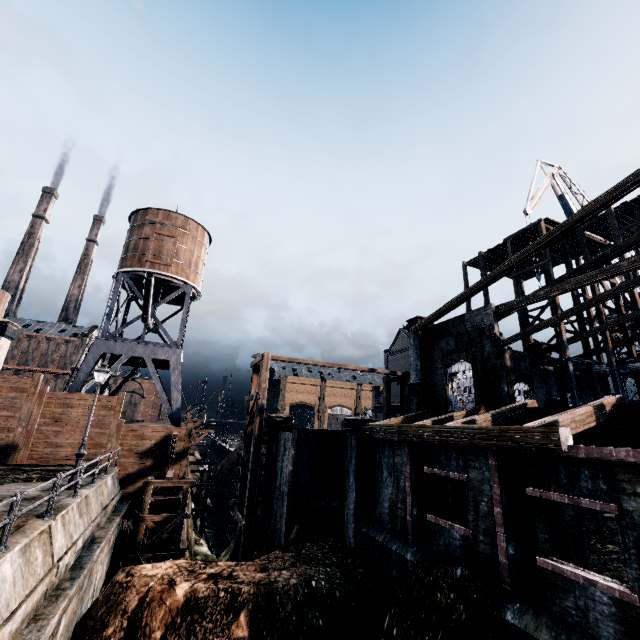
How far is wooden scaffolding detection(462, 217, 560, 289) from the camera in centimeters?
2712cm

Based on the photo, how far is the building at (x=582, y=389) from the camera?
27.0 meters

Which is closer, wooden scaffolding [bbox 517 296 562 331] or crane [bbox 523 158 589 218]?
wooden scaffolding [bbox 517 296 562 331]

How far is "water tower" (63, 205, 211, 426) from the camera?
26.6m

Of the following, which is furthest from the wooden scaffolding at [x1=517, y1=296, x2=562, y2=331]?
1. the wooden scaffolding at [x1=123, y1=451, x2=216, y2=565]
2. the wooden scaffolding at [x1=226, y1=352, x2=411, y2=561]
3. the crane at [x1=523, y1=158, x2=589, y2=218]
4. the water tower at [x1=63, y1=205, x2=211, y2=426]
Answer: the water tower at [x1=63, y1=205, x2=211, y2=426]

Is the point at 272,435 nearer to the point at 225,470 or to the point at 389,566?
the point at 389,566

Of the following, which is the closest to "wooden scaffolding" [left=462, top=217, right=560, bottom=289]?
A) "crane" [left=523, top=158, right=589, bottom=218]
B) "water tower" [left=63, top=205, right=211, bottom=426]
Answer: "crane" [left=523, top=158, right=589, bottom=218]

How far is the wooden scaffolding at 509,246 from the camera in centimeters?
2712cm
